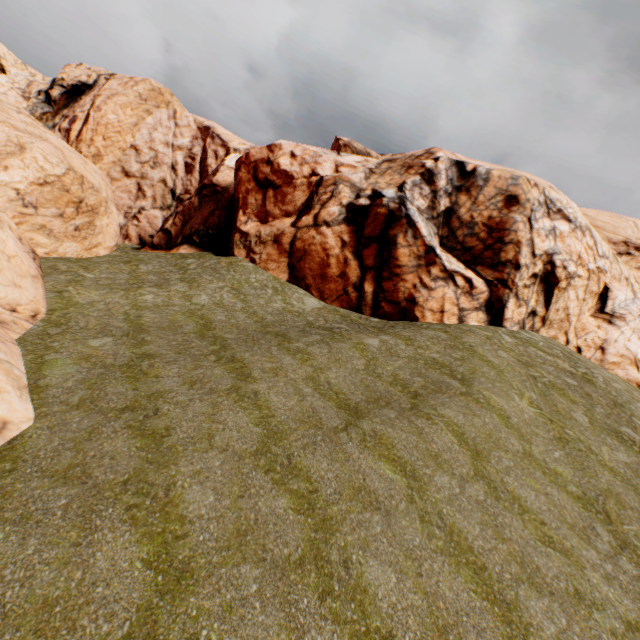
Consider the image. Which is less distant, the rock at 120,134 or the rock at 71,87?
the rock at 120,134

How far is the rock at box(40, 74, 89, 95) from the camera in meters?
59.6

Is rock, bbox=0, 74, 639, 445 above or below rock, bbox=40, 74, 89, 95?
below

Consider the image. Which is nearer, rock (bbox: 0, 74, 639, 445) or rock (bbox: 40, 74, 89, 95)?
rock (bbox: 0, 74, 639, 445)

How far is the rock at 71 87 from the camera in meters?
59.6 m

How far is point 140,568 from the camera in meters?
5.7
